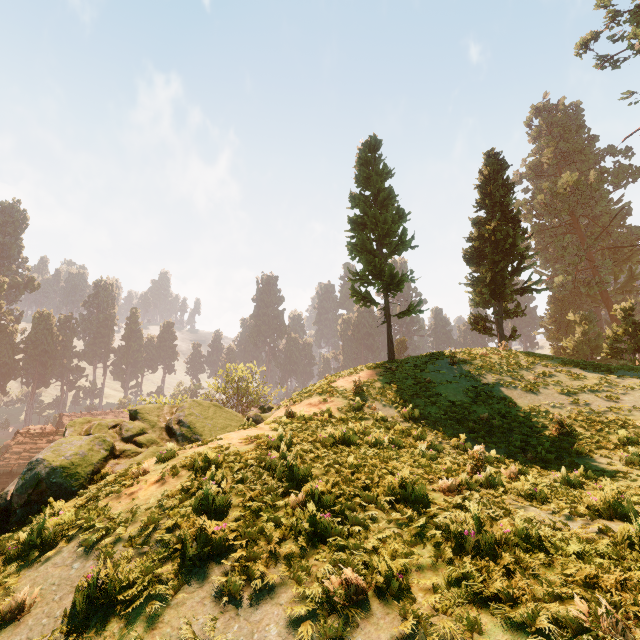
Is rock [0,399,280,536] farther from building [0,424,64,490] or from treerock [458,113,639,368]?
building [0,424,64,490]

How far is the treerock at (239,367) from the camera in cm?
5037

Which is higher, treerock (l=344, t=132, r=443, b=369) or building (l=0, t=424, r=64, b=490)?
treerock (l=344, t=132, r=443, b=369)

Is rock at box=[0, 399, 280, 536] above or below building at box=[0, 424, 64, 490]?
above

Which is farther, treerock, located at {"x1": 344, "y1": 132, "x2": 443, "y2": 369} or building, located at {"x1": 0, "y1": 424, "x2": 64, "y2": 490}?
building, located at {"x1": 0, "y1": 424, "x2": 64, "y2": 490}

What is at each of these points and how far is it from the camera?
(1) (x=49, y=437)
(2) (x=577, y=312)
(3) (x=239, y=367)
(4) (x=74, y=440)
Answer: (1) building, 48.1 meters
(2) treerock, 45.9 meters
(3) treerock, 54.5 meters
(4) rock, 9.0 meters

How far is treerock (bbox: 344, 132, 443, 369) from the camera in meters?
20.5

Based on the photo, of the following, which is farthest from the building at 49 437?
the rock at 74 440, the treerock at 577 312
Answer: the rock at 74 440
